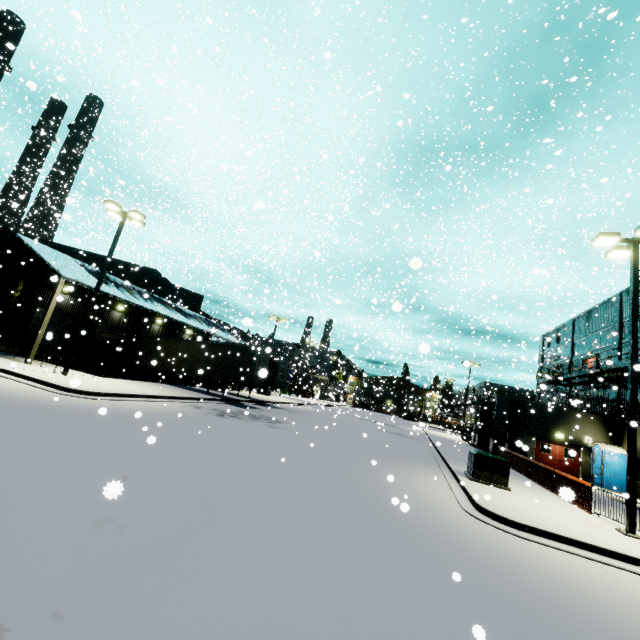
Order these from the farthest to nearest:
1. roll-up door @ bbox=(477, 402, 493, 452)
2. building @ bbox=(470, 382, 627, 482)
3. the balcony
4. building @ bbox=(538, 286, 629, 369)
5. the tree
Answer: roll-up door @ bbox=(477, 402, 493, 452) → building @ bbox=(538, 286, 629, 369) → building @ bbox=(470, 382, 627, 482) → the tree → the balcony

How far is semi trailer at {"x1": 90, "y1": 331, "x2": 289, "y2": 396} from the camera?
23.7 meters

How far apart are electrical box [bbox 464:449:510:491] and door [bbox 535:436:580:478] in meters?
14.2 m

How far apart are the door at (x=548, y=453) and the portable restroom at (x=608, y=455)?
0.8m

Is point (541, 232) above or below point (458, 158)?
above

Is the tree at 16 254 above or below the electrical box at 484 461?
above

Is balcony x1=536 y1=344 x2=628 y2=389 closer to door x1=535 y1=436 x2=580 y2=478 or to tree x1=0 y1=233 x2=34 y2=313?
door x1=535 y1=436 x2=580 y2=478

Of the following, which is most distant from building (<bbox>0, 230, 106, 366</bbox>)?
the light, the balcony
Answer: the light
